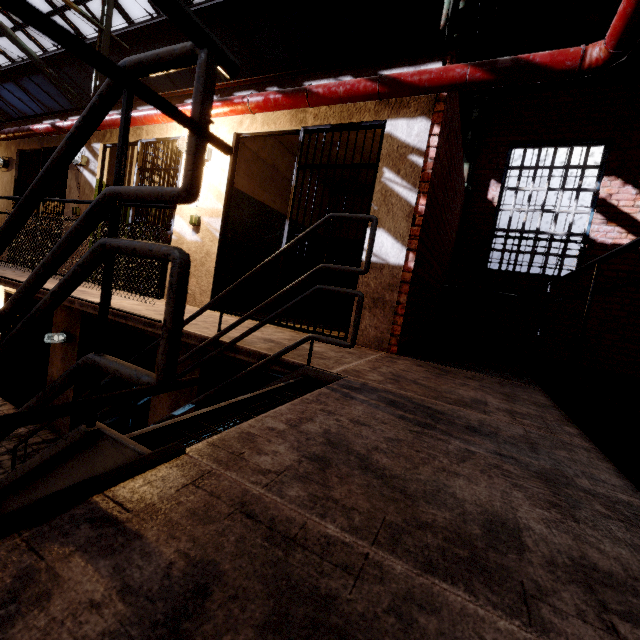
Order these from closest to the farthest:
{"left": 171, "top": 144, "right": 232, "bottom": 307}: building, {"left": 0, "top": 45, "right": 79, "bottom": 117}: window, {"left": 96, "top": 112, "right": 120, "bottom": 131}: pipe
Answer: {"left": 171, "top": 144, "right": 232, "bottom": 307}: building < {"left": 96, "top": 112, "right": 120, "bottom": 131}: pipe < {"left": 0, "top": 45, "right": 79, "bottom": 117}: window

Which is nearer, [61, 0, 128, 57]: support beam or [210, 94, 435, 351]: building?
[210, 94, 435, 351]: building

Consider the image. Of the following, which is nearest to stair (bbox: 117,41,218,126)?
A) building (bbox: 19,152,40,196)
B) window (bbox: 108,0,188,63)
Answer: building (bbox: 19,152,40,196)

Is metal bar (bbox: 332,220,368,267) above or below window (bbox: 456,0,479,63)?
below

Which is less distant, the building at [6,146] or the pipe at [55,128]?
the pipe at [55,128]

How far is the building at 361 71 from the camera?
3.2m

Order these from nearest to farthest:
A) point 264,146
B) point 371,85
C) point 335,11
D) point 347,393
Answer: point 347,393 → point 371,85 → point 264,146 → point 335,11

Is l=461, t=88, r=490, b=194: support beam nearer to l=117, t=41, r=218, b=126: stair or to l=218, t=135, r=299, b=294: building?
l=218, t=135, r=299, b=294: building
